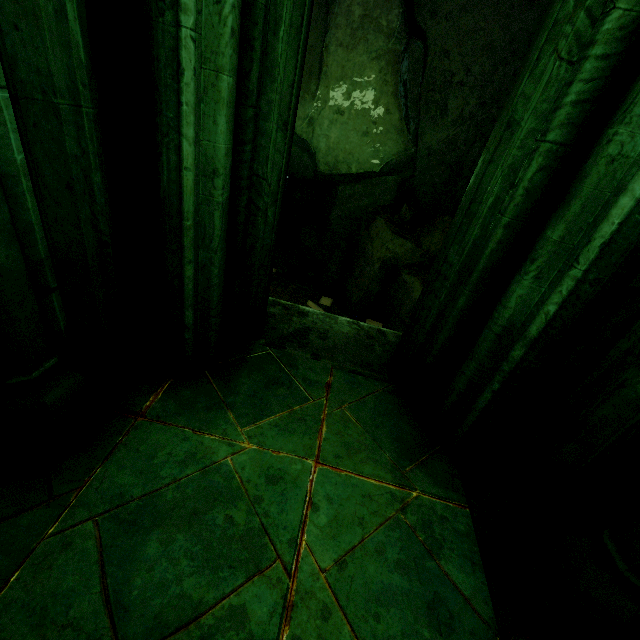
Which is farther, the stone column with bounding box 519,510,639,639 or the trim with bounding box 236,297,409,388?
the trim with bounding box 236,297,409,388

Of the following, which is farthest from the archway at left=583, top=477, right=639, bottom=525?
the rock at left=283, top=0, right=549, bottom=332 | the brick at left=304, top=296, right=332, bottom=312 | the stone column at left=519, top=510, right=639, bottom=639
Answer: the brick at left=304, top=296, right=332, bottom=312

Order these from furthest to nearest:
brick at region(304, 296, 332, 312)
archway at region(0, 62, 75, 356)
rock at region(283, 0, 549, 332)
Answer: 1. brick at region(304, 296, 332, 312)
2. rock at region(283, 0, 549, 332)
3. archway at region(0, 62, 75, 356)

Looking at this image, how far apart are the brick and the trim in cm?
563

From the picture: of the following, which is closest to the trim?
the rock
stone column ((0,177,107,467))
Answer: stone column ((0,177,107,467))

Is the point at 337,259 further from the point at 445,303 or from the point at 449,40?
the point at 445,303

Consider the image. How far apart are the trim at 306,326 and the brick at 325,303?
5.63m

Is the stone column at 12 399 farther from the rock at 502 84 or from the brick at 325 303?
the brick at 325 303
